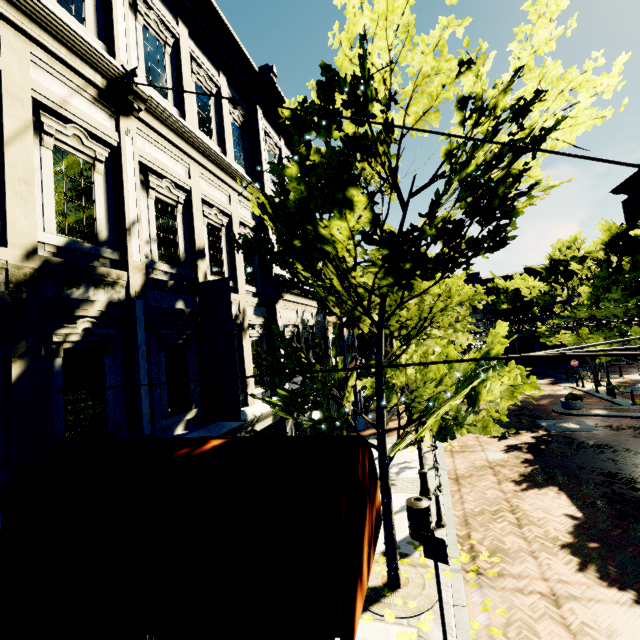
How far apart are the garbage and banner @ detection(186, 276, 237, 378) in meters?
5.0 m

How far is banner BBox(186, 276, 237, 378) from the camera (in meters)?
6.47

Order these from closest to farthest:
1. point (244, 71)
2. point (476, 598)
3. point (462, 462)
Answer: point (476, 598), point (244, 71), point (462, 462)

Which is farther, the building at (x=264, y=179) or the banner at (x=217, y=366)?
the building at (x=264, y=179)

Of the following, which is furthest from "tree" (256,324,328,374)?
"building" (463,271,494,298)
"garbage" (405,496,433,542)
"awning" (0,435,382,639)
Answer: "garbage" (405,496,433,542)

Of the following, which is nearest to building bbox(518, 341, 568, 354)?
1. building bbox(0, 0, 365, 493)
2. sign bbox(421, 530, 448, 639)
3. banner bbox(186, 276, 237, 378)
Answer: building bbox(0, 0, 365, 493)

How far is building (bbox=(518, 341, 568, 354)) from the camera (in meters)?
38.38

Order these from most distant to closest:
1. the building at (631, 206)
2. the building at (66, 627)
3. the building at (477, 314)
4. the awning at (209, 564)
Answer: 1. the building at (477, 314)
2. the building at (631, 206)
3. the building at (66, 627)
4. the awning at (209, 564)
